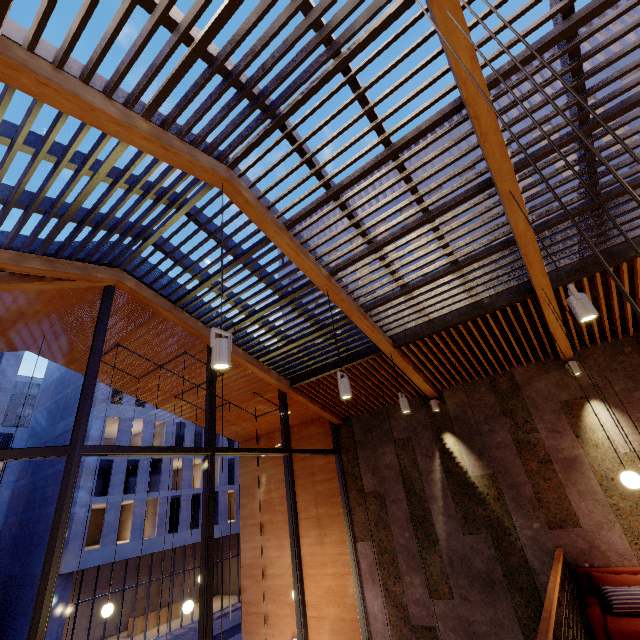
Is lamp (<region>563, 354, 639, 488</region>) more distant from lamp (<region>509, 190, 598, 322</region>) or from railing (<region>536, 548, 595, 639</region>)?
lamp (<region>509, 190, 598, 322</region>)

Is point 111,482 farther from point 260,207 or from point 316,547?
point 260,207

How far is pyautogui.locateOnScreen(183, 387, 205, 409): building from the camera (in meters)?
8.28

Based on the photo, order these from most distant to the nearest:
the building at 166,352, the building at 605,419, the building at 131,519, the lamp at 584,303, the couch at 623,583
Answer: the building at 131,519, the building at 166,352, the building at 605,419, the couch at 623,583, the lamp at 584,303

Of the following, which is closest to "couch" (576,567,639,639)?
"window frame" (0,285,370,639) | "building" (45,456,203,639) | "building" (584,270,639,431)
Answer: "building" (584,270,639,431)

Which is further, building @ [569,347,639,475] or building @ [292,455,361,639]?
building @ [292,455,361,639]

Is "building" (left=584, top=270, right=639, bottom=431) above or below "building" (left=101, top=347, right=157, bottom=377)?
below

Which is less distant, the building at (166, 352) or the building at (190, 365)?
the building at (166, 352)
